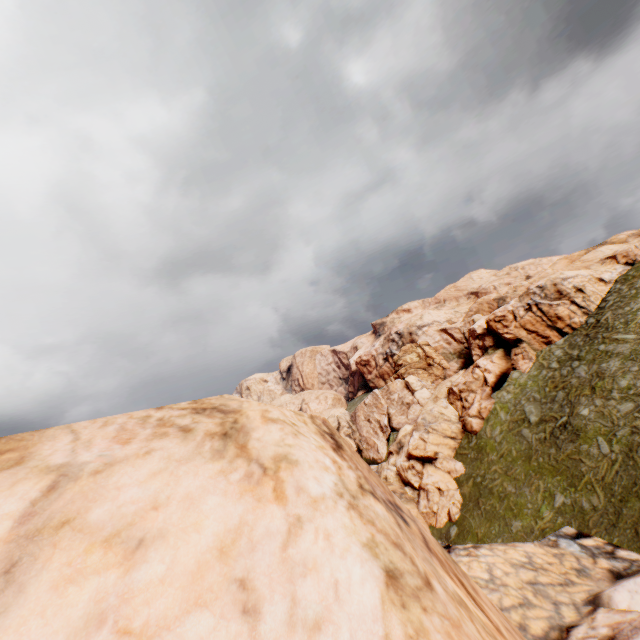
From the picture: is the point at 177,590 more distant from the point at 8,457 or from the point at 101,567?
the point at 8,457
